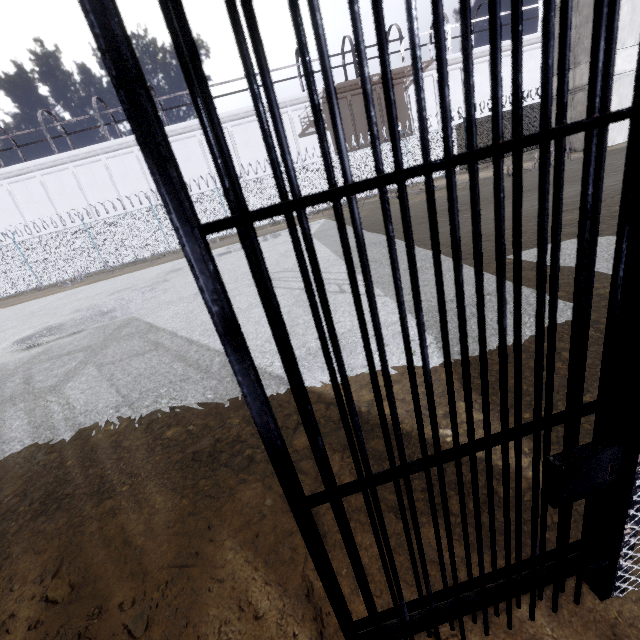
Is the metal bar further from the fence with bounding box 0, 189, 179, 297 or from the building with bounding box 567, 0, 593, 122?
the building with bounding box 567, 0, 593, 122

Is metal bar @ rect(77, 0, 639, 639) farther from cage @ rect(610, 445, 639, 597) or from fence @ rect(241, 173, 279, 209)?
fence @ rect(241, 173, 279, 209)

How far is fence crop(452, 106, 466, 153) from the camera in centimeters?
2022cm

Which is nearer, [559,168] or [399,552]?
[559,168]

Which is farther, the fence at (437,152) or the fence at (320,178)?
the fence at (437,152)

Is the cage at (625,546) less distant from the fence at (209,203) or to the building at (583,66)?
the fence at (209,203)
